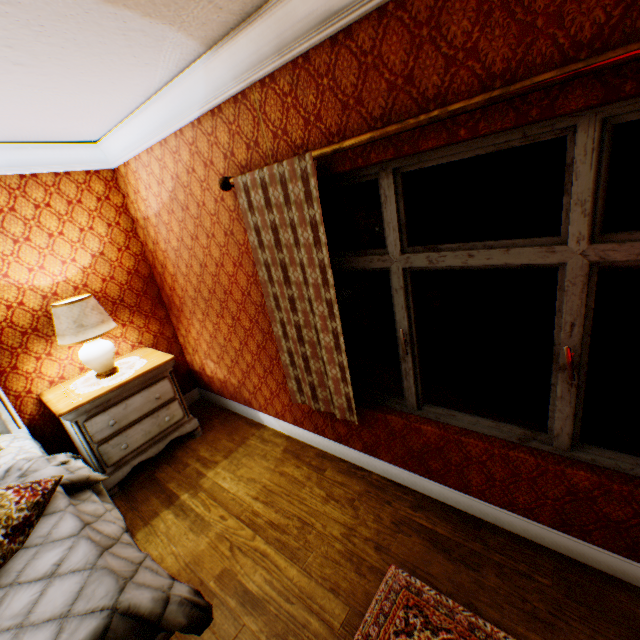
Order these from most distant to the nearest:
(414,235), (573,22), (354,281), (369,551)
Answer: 1. (414,235)
2. (354,281)
3. (369,551)
4. (573,22)

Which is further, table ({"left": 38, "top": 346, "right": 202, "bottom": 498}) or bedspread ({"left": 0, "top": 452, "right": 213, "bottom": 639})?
table ({"left": 38, "top": 346, "right": 202, "bottom": 498})

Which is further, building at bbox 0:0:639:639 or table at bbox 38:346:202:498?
table at bbox 38:346:202:498

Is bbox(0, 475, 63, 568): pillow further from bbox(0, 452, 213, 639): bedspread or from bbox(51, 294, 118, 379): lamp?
bbox(51, 294, 118, 379): lamp

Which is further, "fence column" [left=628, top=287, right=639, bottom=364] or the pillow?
"fence column" [left=628, top=287, right=639, bottom=364]

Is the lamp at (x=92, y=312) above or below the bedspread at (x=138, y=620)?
above

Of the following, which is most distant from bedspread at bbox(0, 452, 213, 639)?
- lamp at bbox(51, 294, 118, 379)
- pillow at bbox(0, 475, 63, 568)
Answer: lamp at bbox(51, 294, 118, 379)

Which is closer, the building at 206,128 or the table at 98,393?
the building at 206,128
